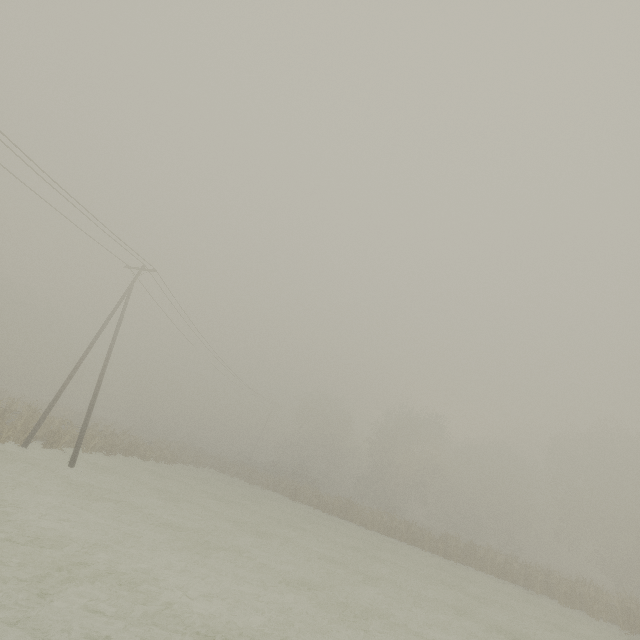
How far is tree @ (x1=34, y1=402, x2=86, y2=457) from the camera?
19.5m

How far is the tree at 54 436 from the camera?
19.49m

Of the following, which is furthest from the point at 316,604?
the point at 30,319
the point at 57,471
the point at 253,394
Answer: the point at 30,319
